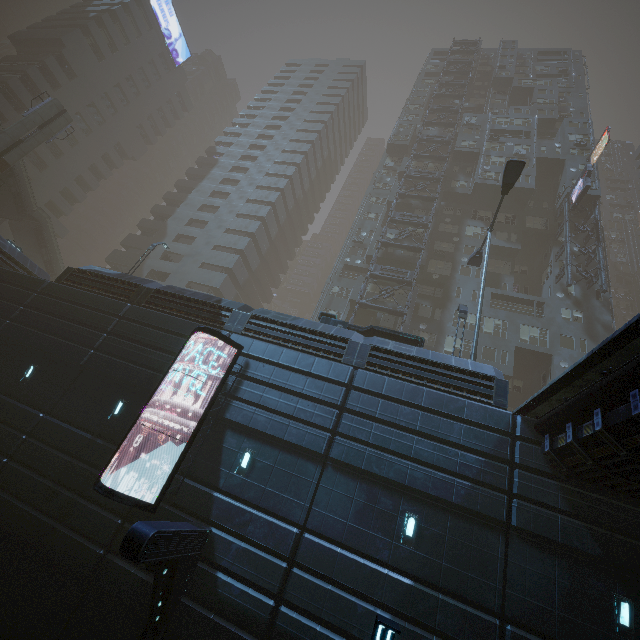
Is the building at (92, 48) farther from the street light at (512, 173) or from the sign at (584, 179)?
the sign at (584, 179)

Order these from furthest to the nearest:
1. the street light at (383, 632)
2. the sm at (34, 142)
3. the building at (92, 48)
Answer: the building at (92, 48) < the sm at (34, 142) < the street light at (383, 632)

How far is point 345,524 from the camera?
10.4 meters

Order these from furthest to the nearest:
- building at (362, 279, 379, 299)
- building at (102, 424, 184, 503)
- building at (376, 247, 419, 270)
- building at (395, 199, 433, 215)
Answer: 1. building at (395, 199, 433, 215)
2. building at (376, 247, 419, 270)
3. building at (362, 279, 379, 299)
4. building at (102, 424, 184, 503)

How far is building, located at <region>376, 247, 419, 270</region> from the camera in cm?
3262

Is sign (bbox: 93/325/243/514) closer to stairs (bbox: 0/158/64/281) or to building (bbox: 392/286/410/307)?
building (bbox: 392/286/410/307)

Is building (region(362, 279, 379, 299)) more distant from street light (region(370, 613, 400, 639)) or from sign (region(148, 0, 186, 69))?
sign (region(148, 0, 186, 69))

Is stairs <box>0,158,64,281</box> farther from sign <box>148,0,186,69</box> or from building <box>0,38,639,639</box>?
sign <box>148,0,186,69</box>
